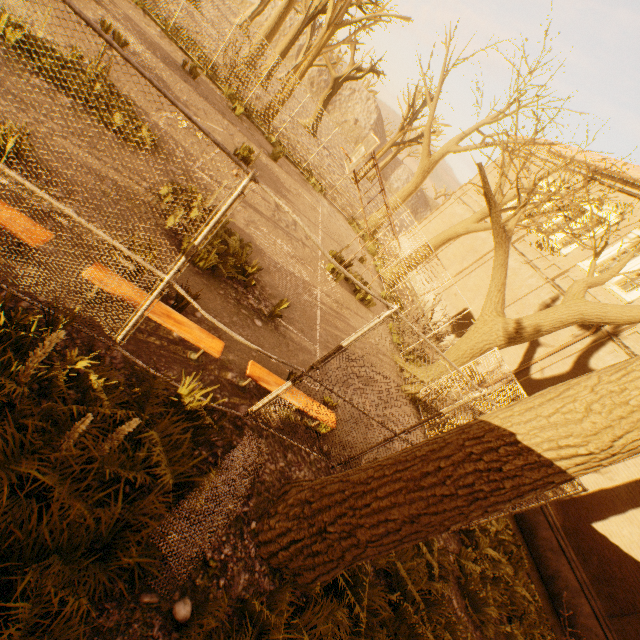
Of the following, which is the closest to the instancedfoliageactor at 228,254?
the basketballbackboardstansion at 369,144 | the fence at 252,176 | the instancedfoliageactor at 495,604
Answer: the fence at 252,176

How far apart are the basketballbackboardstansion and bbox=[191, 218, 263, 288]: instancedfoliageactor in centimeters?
382cm

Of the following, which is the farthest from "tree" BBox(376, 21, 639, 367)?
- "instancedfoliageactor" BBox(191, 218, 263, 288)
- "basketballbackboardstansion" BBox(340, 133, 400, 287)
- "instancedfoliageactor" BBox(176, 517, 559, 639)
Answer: "instancedfoliageactor" BBox(191, 218, 263, 288)

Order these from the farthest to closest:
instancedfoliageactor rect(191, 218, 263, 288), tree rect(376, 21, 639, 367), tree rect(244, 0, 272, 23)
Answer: tree rect(244, 0, 272, 23)
tree rect(376, 21, 639, 367)
instancedfoliageactor rect(191, 218, 263, 288)

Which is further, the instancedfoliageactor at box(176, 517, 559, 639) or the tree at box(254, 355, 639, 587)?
the instancedfoliageactor at box(176, 517, 559, 639)

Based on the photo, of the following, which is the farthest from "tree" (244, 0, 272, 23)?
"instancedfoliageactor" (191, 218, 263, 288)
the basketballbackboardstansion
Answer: "instancedfoliageactor" (191, 218, 263, 288)

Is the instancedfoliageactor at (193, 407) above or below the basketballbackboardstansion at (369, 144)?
below

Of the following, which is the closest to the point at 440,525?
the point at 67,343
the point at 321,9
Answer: the point at 67,343
